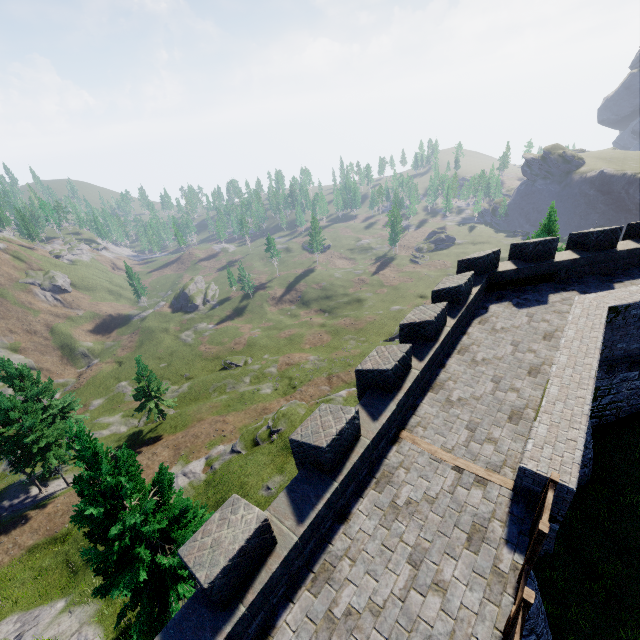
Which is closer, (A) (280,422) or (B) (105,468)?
(B) (105,468)
